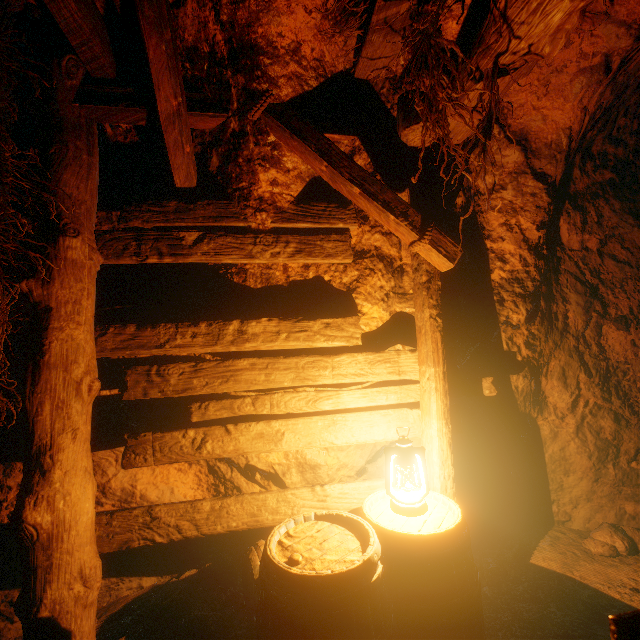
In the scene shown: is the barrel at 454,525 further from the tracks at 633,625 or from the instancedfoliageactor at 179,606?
the tracks at 633,625

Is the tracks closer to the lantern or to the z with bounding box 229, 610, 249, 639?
the z with bounding box 229, 610, 249, 639

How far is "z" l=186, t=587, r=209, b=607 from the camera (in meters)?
2.63

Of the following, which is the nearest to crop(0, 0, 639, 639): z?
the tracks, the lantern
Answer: the tracks

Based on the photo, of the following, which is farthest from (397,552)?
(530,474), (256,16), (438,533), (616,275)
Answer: (616,275)

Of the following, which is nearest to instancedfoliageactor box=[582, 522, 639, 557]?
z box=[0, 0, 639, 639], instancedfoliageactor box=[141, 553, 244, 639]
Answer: z box=[0, 0, 639, 639]

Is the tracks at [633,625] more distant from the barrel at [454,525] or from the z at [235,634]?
the barrel at [454,525]
